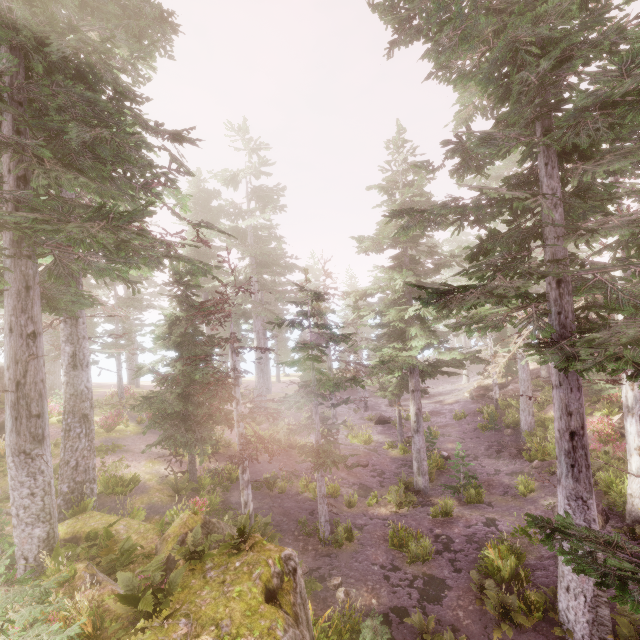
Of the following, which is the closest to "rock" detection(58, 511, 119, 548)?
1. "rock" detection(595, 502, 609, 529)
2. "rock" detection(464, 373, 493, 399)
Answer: "rock" detection(595, 502, 609, 529)

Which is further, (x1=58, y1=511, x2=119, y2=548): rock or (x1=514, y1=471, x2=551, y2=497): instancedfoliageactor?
(x1=514, y1=471, x2=551, y2=497): instancedfoliageactor

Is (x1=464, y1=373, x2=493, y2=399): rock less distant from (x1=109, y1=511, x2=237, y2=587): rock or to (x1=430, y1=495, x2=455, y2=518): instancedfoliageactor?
(x1=430, y1=495, x2=455, y2=518): instancedfoliageactor

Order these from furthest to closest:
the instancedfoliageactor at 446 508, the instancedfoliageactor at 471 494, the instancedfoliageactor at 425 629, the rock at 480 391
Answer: the rock at 480 391 → the instancedfoliageactor at 471 494 → the instancedfoliageactor at 446 508 → the instancedfoliageactor at 425 629

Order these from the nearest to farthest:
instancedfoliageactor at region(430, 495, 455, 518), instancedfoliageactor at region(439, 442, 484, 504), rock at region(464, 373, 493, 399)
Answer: instancedfoliageactor at region(430, 495, 455, 518) → instancedfoliageactor at region(439, 442, 484, 504) → rock at region(464, 373, 493, 399)

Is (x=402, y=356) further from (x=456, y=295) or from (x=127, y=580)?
(x=127, y=580)

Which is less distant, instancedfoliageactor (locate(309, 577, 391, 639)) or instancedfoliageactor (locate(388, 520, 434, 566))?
instancedfoliageactor (locate(309, 577, 391, 639))

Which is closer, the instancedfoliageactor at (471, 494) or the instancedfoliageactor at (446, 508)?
the instancedfoliageactor at (446, 508)
